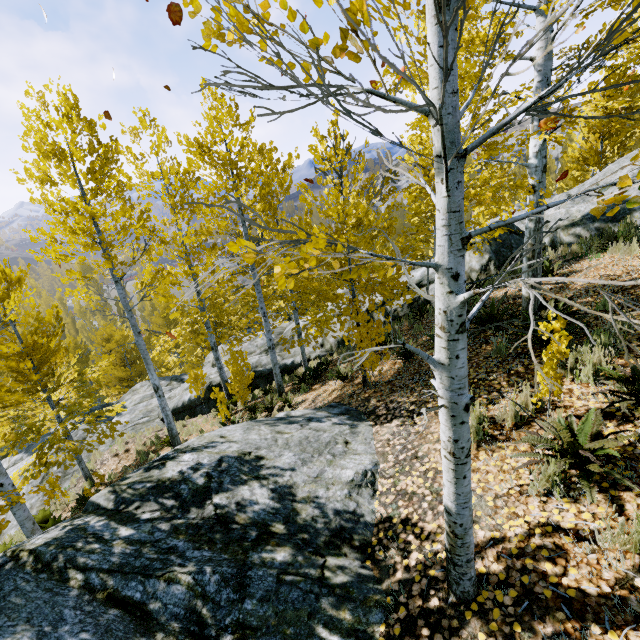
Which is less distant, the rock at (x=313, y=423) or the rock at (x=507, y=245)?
the rock at (x=313, y=423)

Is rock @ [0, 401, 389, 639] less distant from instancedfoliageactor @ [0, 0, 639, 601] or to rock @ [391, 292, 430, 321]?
instancedfoliageactor @ [0, 0, 639, 601]

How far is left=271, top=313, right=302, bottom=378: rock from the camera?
15.20m

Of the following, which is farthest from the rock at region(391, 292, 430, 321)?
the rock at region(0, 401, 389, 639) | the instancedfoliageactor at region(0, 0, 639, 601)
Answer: the rock at region(0, 401, 389, 639)

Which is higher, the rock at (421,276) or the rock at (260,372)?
the rock at (421,276)

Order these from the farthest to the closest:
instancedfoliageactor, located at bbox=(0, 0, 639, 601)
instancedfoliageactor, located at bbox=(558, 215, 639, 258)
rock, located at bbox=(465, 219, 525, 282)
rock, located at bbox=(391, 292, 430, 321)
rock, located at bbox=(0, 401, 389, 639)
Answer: rock, located at bbox=(391, 292, 430, 321) < rock, located at bbox=(465, 219, 525, 282) < instancedfoliageactor, located at bbox=(558, 215, 639, 258) < rock, located at bbox=(0, 401, 389, 639) < instancedfoliageactor, located at bbox=(0, 0, 639, 601)

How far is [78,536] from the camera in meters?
3.8
